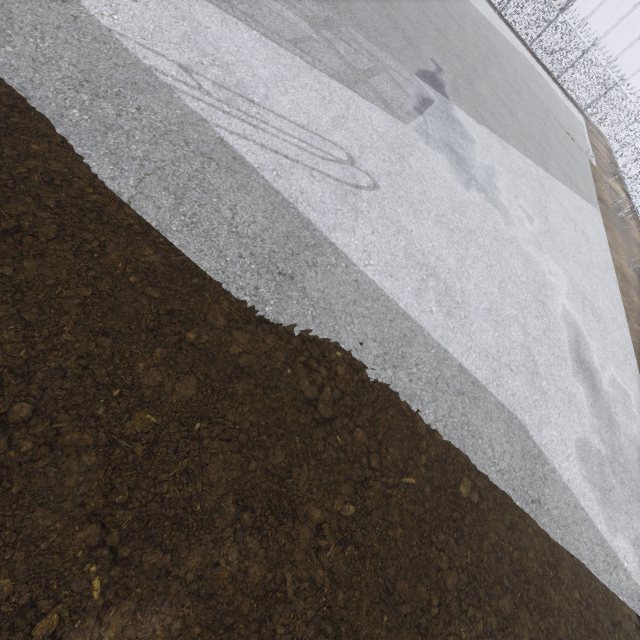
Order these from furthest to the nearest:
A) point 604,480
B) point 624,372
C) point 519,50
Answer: point 519,50 → point 624,372 → point 604,480
